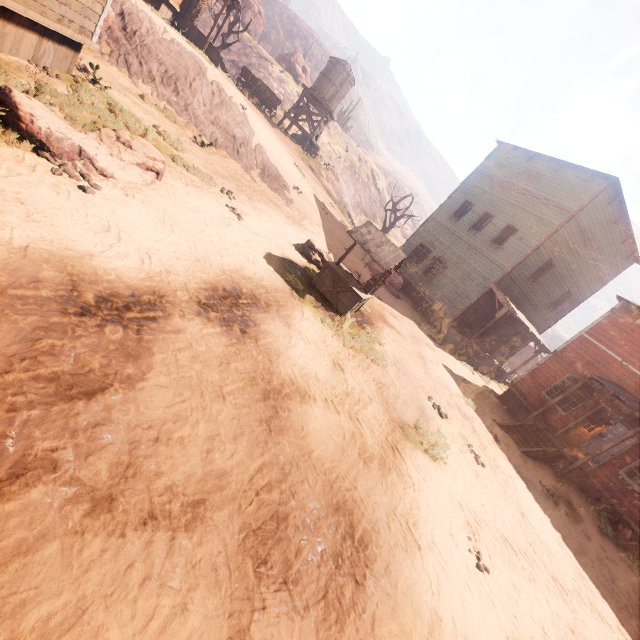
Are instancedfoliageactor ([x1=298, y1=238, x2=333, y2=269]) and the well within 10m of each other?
yes

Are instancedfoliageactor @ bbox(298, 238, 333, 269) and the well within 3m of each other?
yes

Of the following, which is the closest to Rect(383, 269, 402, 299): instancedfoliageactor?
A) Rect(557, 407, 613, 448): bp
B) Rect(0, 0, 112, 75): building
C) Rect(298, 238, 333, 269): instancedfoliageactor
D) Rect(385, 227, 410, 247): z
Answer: Rect(0, 0, 112, 75): building

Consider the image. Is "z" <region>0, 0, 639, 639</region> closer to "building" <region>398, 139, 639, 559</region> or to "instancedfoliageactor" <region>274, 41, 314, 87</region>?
"building" <region>398, 139, 639, 559</region>

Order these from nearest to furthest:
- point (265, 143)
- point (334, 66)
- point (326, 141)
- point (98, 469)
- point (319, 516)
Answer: point (98, 469) → point (319, 516) → point (265, 143) → point (334, 66) → point (326, 141)

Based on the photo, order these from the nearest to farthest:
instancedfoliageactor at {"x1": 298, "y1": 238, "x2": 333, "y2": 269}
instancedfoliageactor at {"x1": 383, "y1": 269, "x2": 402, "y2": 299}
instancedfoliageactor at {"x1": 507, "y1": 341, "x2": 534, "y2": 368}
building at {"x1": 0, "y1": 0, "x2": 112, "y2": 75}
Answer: building at {"x1": 0, "y1": 0, "x2": 112, "y2": 75} < instancedfoliageactor at {"x1": 298, "y1": 238, "x2": 333, "y2": 269} < instancedfoliageactor at {"x1": 383, "y1": 269, "x2": 402, "y2": 299} < instancedfoliageactor at {"x1": 507, "y1": 341, "x2": 534, "y2": 368}

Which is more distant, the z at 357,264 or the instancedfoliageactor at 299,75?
the instancedfoliageactor at 299,75

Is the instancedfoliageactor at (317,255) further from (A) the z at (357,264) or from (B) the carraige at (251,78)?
(B) the carraige at (251,78)
